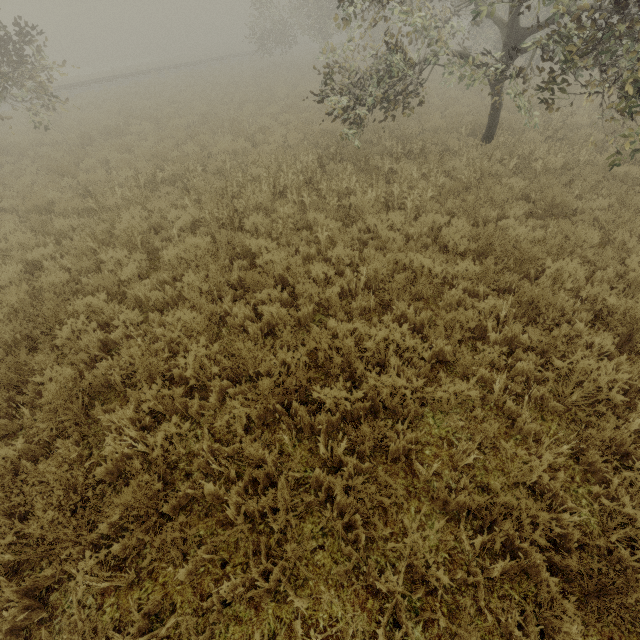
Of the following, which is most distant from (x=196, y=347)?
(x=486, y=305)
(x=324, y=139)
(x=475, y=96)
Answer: (x=475, y=96)

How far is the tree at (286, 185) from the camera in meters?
6.8

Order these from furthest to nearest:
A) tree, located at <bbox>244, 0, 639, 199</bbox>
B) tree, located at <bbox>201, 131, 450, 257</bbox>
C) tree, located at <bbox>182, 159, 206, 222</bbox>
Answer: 1. tree, located at <bbox>182, 159, 206, 222</bbox>
2. tree, located at <bbox>201, 131, 450, 257</bbox>
3. tree, located at <bbox>244, 0, 639, 199</bbox>

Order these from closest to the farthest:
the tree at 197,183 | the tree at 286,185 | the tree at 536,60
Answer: the tree at 536,60 < the tree at 286,185 < the tree at 197,183

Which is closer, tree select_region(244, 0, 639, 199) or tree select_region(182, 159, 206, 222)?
tree select_region(244, 0, 639, 199)

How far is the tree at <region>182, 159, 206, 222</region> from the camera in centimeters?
757cm

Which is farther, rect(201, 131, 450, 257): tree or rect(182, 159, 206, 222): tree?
rect(182, 159, 206, 222): tree
